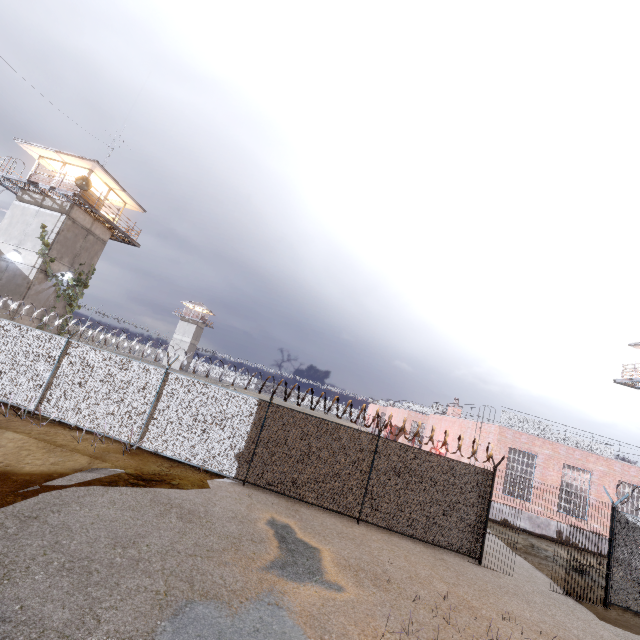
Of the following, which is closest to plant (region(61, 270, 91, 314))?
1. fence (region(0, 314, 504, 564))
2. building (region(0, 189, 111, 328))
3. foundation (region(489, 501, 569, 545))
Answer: building (region(0, 189, 111, 328))

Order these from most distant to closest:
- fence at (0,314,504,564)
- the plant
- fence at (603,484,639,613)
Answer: the plant < fence at (0,314,504,564) < fence at (603,484,639,613)

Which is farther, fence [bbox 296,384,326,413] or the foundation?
the foundation

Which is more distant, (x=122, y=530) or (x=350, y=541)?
(x=350, y=541)

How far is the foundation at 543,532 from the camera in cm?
1697

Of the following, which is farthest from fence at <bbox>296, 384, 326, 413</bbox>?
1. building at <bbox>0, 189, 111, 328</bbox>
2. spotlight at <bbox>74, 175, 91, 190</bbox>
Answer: spotlight at <bbox>74, 175, 91, 190</bbox>

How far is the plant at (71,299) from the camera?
22.9 meters

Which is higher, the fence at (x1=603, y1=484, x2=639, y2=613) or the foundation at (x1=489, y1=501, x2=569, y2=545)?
the fence at (x1=603, y1=484, x2=639, y2=613)
